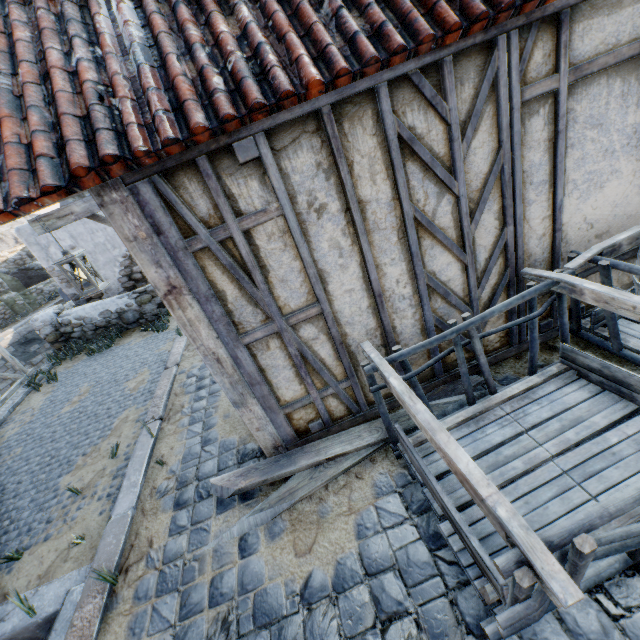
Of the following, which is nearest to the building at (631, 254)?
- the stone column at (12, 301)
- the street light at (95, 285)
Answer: the street light at (95, 285)

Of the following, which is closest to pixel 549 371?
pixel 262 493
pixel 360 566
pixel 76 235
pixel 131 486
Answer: pixel 360 566

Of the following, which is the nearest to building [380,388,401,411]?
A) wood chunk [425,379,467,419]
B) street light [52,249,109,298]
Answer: wood chunk [425,379,467,419]

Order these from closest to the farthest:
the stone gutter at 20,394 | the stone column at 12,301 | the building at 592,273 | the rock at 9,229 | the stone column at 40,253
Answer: the building at 592,273
the stone gutter at 20,394
the stone column at 40,253
the stone column at 12,301
the rock at 9,229

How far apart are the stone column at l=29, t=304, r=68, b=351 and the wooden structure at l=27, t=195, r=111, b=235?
5.8m

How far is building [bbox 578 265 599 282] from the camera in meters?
3.2 m

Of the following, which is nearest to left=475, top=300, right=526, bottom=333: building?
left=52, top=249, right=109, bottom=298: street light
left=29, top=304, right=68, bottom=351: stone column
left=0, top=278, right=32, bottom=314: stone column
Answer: left=52, top=249, right=109, bottom=298: street light

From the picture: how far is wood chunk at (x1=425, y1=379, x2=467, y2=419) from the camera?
3.1 meters
